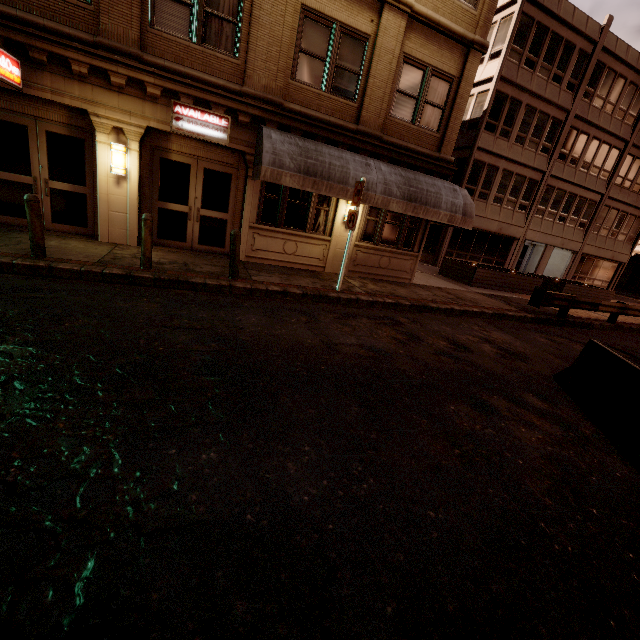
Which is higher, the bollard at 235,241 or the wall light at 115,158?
the wall light at 115,158

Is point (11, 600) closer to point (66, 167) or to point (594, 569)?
point (594, 569)

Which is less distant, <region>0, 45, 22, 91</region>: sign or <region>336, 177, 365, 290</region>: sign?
<region>0, 45, 22, 91</region>: sign

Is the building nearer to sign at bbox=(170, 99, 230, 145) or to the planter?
sign at bbox=(170, 99, 230, 145)

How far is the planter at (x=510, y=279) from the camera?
16.2m

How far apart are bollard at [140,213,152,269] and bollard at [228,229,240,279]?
1.7 meters

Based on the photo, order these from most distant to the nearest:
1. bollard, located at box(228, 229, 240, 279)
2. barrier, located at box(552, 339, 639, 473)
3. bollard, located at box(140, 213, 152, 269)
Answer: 1. bollard, located at box(228, 229, 240, 279)
2. bollard, located at box(140, 213, 152, 269)
3. barrier, located at box(552, 339, 639, 473)

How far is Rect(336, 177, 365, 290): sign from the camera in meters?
8.4
